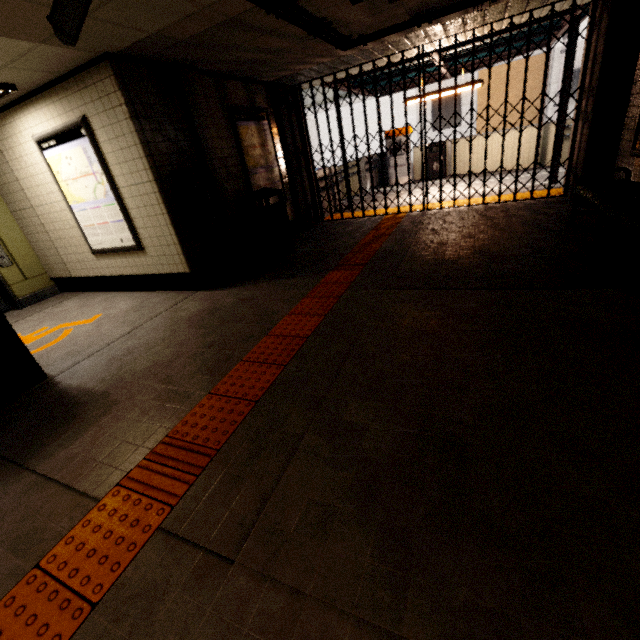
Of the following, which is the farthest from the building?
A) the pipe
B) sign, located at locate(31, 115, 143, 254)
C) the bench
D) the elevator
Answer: the elevator

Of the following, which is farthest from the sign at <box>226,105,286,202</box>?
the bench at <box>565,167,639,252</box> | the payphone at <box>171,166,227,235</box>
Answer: the bench at <box>565,167,639,252</box>

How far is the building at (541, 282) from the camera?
3.1m

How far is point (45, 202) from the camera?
5.35m

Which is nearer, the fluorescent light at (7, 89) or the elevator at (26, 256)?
the fluorescent light at (7, 89)

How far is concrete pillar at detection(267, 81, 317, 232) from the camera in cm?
663

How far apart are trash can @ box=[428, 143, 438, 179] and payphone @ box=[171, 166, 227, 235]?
9.5 meters

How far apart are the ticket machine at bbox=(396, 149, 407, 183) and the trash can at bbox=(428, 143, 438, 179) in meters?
0.6 m
